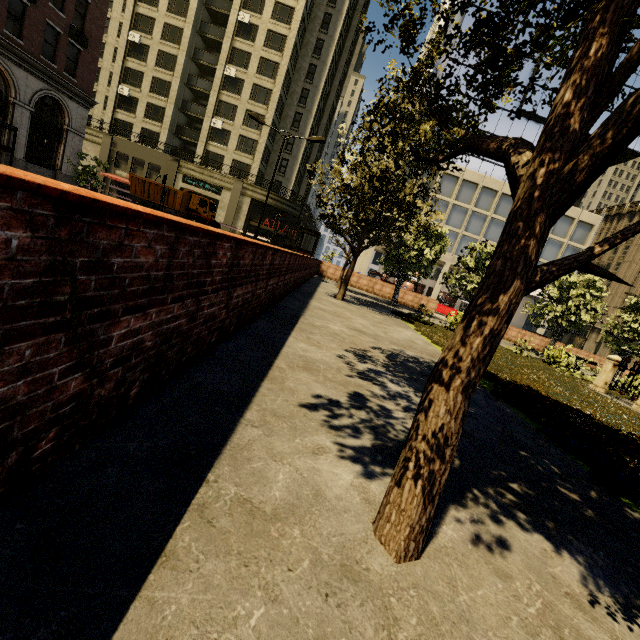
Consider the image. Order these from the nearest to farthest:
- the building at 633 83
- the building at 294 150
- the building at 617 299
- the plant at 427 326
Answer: the plant at 427 326, the building at 633 83, the building at 294 150, the building at 617 299

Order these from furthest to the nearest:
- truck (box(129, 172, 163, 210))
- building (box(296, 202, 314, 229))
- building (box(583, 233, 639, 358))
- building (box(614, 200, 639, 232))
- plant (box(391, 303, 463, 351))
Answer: building (box(614, 200, 639, 232)), building (box(583, 233, 639, 358)), building (box(296, 202, 314, 229)), truck (box(129, 172, 163, 210)), plant (box(391, 303, 463, 351))

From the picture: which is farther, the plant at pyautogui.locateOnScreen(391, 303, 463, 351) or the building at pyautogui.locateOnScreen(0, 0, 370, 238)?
the building at pyautogui.locateOnScreen(0, 0, 370, 238)

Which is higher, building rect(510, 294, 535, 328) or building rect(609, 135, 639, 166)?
building rect(609, 135, 639, 166)

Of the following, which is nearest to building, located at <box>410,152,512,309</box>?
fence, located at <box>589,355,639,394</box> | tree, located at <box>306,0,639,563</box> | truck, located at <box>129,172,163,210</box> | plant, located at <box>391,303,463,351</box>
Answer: tree, located at <box>306,0,639,563</box>

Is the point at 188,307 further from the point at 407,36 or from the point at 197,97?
the point at 197,97

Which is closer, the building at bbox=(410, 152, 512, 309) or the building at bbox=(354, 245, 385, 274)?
the building at bbox=(410, 152, 512, 309)

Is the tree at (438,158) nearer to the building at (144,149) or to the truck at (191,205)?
the building at (144,149)
